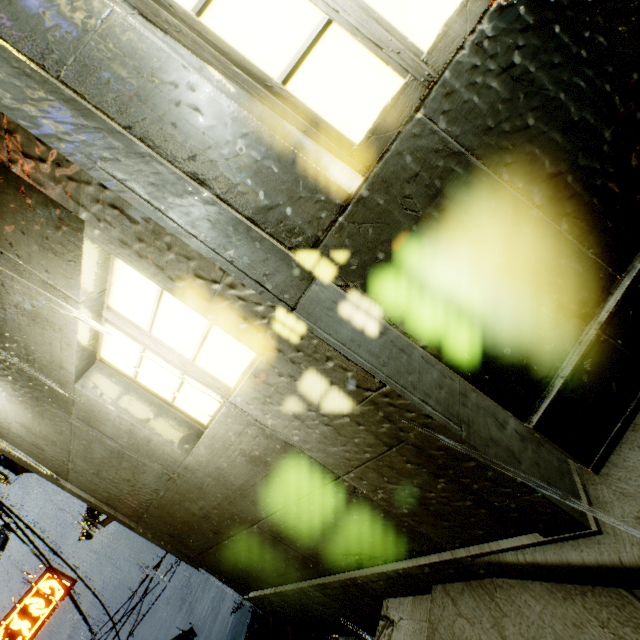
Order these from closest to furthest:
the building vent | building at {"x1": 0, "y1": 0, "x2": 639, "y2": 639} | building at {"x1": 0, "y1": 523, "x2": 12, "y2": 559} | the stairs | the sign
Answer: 1. building at {"x1": 0, "y1": 0, "x2": 639, "y2": 639}
2. the stairs
3. building at {"x1": 0, "y1": 523, "x2": 12, "y2": 559}
4. the sign
5. the building vent

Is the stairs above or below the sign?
below

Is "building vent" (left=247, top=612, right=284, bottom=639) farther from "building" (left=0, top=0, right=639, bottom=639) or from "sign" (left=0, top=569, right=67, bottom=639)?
"sign" (left=0, top=569, right=67, bottom=639)

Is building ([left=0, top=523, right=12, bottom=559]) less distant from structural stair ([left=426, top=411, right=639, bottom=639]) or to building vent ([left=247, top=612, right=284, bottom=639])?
structural stair ([left=426, top=411, right=639, bottom=639])

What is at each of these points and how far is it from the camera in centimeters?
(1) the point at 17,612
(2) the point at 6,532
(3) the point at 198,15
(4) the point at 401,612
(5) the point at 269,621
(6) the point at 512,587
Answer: (1) sign, 1479cm
(2) building, 1145cm
(3) building, 127cm
(4) stairs, 199cm
(5) building vent, 2323cm
(6) structural stair, 147cm

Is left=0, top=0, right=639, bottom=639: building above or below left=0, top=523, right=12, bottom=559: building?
below

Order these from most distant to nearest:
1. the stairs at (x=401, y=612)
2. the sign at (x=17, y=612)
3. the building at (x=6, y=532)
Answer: the sign at (x=17, y=612) < the building at (x=6, y=532) < the stairs at (x=401, y=612)

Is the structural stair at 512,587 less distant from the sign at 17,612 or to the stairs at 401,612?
the stairs at 401,612
